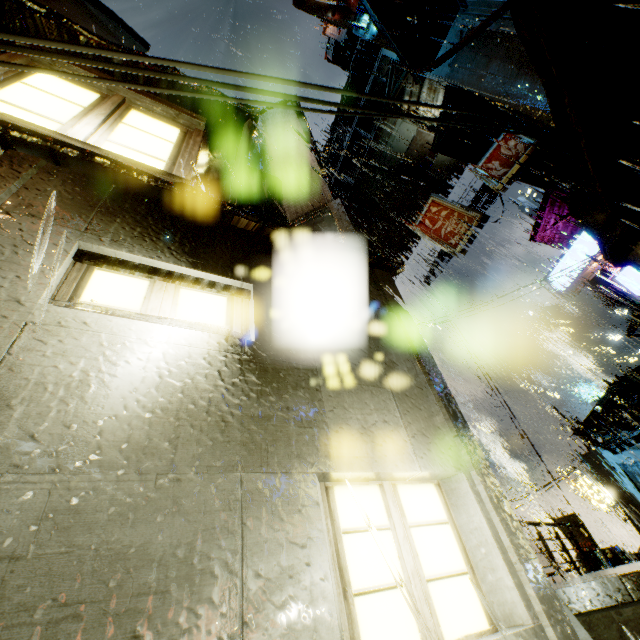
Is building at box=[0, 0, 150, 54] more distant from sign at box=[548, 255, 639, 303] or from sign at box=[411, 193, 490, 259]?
sign at box=[411, 193, 490, 259]

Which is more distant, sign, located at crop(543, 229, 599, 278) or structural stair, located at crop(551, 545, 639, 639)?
sign, located at crop(543, 229, 599, 278)

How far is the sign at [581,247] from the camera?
15.4 meters

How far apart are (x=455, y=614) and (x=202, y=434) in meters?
1.6

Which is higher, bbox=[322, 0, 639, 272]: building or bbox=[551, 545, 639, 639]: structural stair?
bbox=[322, 0, 639, 272]: building

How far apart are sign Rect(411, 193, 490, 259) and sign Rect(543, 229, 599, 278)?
8.01m

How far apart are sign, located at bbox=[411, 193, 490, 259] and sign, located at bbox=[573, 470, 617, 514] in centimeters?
2097cm

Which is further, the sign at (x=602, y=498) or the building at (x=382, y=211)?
the sign at (x=602, y=498)
